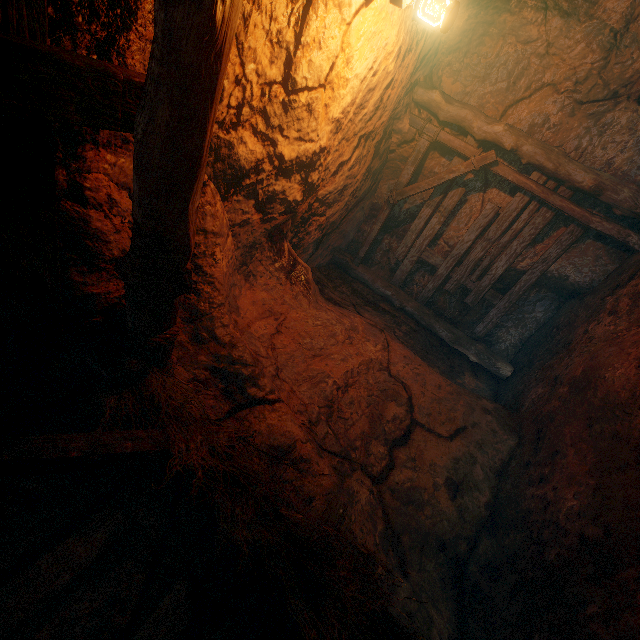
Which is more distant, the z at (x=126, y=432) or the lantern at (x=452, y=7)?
the lantern at (x=452, y=7)

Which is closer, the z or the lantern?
the z

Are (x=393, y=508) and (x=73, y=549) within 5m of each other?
yes
